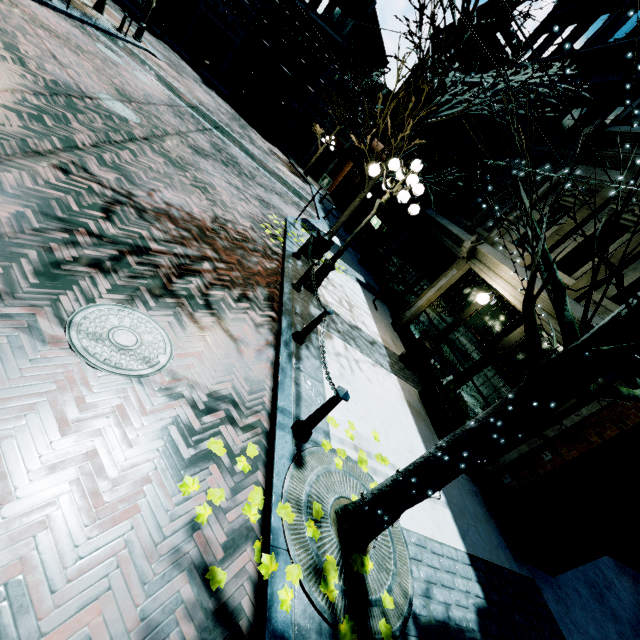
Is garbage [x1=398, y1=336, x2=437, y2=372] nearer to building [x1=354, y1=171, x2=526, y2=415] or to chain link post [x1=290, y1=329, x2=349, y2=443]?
building [x1=354, y1=171, x2=526, y2=415]

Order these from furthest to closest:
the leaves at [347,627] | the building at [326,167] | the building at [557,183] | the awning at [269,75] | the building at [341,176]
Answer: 1. the building at [326,167]
2. the awning at [269,75]
3. the building at [341,176]
4. the building at [557,183]
5. the leaves at [347,627]

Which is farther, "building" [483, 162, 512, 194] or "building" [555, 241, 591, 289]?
"building" [483, 162, 512, 194]

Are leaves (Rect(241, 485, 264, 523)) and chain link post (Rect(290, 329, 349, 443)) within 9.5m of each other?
yes

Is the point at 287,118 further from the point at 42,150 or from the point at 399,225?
the point at 42,150

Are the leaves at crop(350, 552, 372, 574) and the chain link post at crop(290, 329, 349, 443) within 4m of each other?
yes

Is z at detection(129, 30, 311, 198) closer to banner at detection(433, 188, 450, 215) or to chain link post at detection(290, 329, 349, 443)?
banner at detection(433, 188, 450, 215)

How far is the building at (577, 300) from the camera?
6.0 meters
